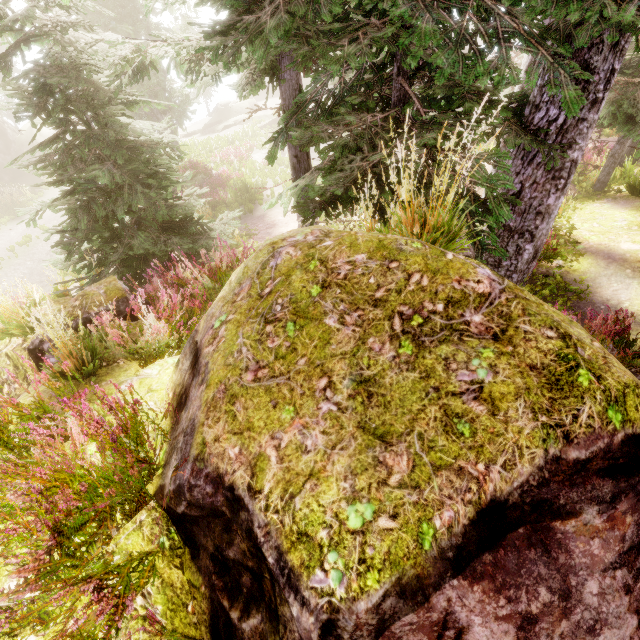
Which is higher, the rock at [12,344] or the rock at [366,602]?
the rock at [366,602]

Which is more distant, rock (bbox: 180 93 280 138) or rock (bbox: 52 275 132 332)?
rock (bbox: 180 93 280 138)

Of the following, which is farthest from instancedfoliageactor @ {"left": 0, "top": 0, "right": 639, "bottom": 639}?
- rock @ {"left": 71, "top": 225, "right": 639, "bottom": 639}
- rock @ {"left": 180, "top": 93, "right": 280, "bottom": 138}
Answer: rock @ {"left": 180, "top": 93, "right": 280, "bottom": 138}

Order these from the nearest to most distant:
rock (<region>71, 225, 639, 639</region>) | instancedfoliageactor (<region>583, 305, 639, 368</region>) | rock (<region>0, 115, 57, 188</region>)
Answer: rock (<region>71, 225, 639, 639</region>) → instancedfoliageactor (<region>583, 305, 639, 368</region>) → rock (<region>0, 115, 57, 188</region>)

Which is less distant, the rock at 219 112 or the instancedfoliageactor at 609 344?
the instancedfoliageactor at 609 344

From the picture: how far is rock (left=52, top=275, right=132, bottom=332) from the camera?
5.84m

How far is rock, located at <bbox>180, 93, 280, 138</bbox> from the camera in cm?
3109

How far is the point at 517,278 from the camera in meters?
6.9
